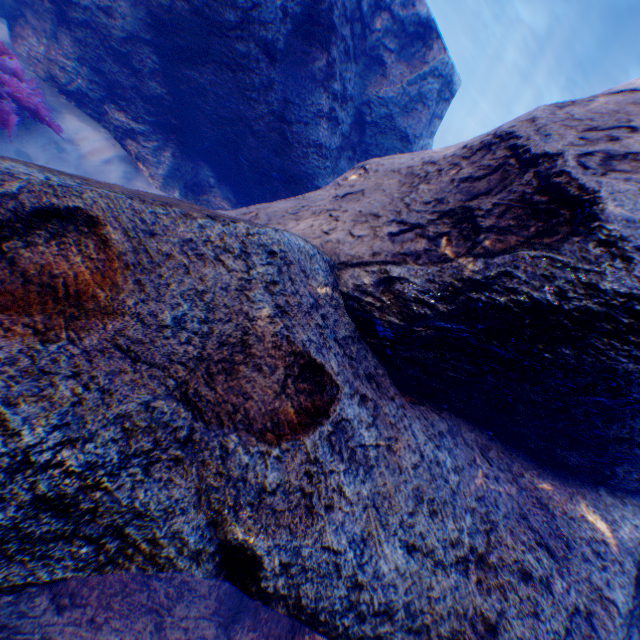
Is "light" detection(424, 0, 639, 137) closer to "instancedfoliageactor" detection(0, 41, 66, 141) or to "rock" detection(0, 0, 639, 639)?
"rock" detection(0, 0, 639, 639)

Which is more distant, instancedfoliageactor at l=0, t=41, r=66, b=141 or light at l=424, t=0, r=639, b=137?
light at l=424, t=0, r=639, b=137

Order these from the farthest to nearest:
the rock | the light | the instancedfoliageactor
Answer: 1. the light
2. the instancedfoliageactor
3. the rock

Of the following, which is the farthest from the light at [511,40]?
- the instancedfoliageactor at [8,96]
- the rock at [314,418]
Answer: the instancedfoliageactor at [8,96]

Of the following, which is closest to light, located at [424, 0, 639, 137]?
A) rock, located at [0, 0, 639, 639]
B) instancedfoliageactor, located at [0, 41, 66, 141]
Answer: rock, located at [0, 0, 639, 639]

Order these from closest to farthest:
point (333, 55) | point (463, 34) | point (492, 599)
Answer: point (492, 599) < point (333, 55) < point (463, 34)
